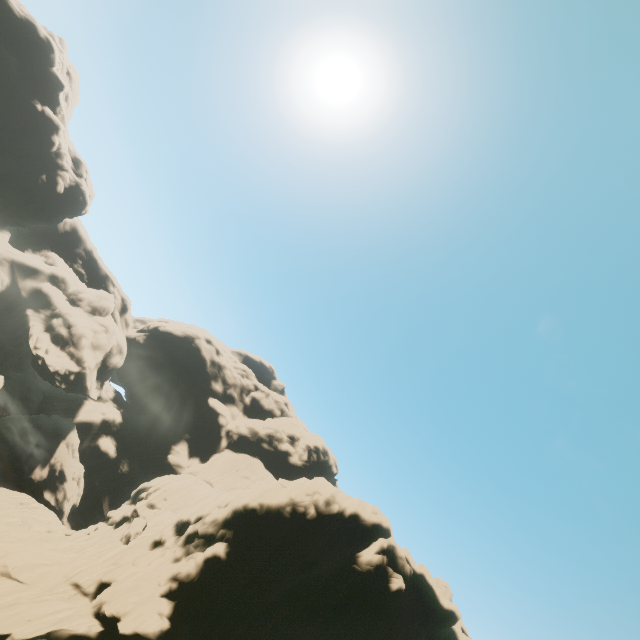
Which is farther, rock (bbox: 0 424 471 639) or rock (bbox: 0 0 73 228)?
rock (bbox: 0 0 73 228)

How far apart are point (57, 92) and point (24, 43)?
7.3m

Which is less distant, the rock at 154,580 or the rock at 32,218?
the rock at 154,580
